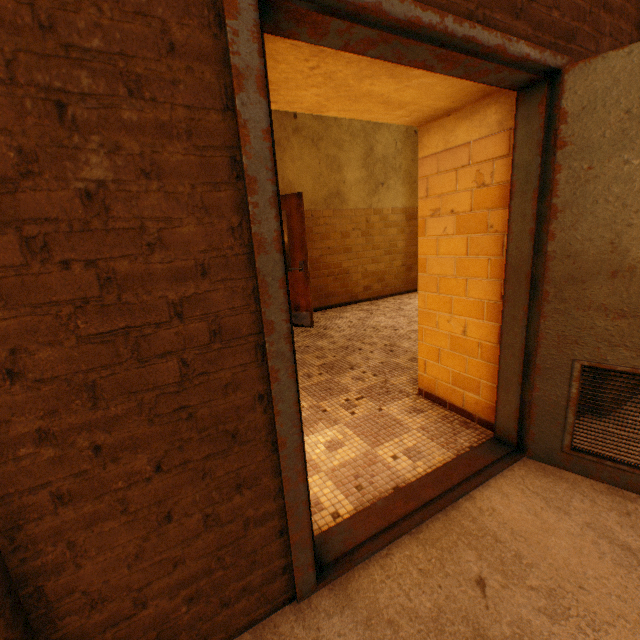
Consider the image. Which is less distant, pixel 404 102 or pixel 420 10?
pixel 420 10
